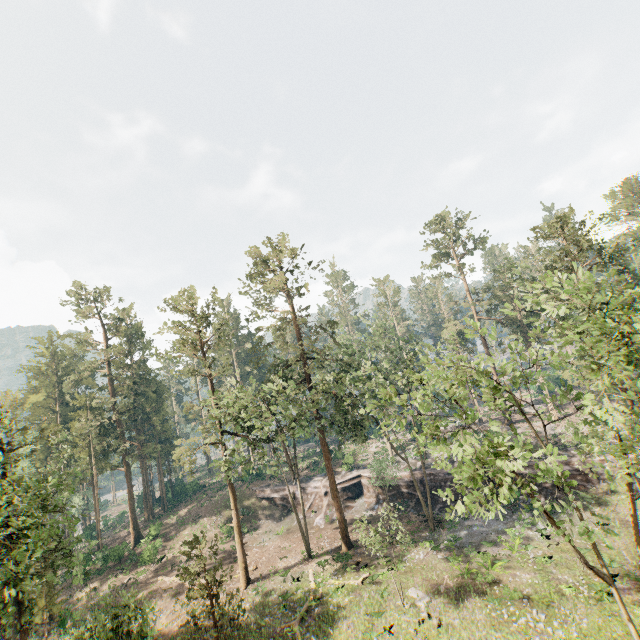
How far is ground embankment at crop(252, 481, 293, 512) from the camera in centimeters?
4250cm

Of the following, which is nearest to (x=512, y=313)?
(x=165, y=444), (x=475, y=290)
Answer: (x=475, y=290)

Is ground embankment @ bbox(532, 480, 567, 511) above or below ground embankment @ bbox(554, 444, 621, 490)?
below

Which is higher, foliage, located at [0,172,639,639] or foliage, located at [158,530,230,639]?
foliage, located at [0,172,639,639]

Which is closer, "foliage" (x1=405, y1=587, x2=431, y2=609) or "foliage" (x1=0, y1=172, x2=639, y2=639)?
"foliage" (x1=0, y1=172, x2=639, y2=639)

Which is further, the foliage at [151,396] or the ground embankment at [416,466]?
the ground embankment at [416,466]

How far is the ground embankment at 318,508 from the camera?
38.66m
